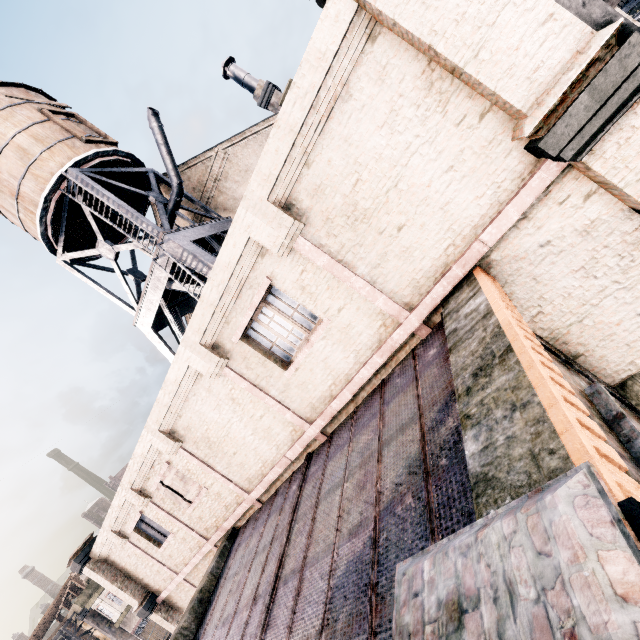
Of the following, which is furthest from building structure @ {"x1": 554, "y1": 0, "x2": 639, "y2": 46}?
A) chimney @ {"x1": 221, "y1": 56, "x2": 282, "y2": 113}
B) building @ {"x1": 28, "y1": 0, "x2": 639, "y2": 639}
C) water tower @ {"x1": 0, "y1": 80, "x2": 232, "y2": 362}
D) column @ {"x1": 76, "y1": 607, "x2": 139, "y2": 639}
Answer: column @ {"x1": 76, "y1": 607, "x2": 139, "y2": 639}

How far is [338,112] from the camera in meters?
5.9

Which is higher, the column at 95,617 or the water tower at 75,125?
the water tower at 75,125

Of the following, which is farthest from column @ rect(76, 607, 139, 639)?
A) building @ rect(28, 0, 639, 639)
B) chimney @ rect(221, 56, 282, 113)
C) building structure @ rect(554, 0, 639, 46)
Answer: building structure @ rect(554, 0, 639, 46)

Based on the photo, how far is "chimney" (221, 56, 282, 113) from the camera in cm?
2209

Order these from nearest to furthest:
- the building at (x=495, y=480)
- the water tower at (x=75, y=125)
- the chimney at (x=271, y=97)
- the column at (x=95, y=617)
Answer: the building at (x=495, y=480) < the water tower at (x=75, y=125) < the chimney at (x=271, y=97) < the column at (x=95, y=617)

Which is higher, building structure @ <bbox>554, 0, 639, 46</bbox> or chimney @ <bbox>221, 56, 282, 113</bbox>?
chimney @ <bbox>221, 56, 282, 113</bbox>

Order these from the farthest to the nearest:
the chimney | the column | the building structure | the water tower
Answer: the column < the chimney < the water tower < the building structure
